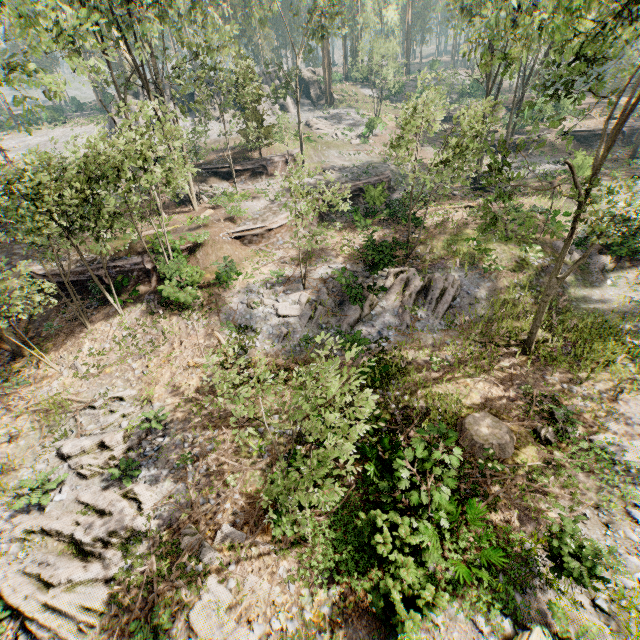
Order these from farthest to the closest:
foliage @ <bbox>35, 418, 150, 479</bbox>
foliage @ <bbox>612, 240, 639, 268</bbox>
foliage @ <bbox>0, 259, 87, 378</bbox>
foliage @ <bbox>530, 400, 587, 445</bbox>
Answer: foliage @ <bbox>612, 240, 639, 268</bbox> → foliage @ <bbox>0, 259, 87, 378</bbox> → foliage @ <bbox>35, 418, 150, 479</bbox> → foliage @ <bbox>530, 400, 587, 445</bbox>

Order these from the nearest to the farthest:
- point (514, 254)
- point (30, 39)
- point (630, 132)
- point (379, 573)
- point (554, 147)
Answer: point (379, 573)
point (30, 39)
point (514, 254)
point (630, 132)
point (554, 147)

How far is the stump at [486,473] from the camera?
10.51m

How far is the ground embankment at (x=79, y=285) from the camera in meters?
19.5

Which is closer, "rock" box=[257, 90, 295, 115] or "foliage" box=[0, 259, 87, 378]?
"foliage" box=[0, 259, 87, 378]

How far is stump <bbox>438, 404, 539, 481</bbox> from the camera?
10.5m

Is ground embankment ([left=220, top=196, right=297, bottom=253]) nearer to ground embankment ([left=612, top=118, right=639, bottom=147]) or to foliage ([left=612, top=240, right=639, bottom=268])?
foliage ([left=612, top=240, right=639, bottom=268])

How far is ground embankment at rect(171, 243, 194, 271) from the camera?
→ 18.5m
